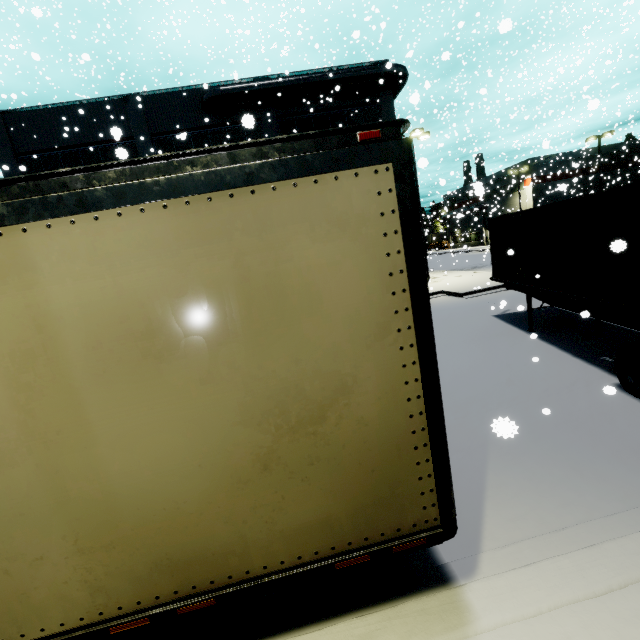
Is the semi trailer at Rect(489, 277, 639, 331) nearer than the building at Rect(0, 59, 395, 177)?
Yes

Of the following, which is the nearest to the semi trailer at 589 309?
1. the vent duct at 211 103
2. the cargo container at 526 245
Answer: the cargo container at 526 245

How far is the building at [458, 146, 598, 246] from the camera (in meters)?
35.22

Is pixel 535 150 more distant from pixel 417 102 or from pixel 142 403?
pixel 142 403

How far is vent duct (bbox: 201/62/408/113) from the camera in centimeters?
1928cm

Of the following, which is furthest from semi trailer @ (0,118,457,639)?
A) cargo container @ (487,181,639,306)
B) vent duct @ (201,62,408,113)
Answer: vent duct @ (201,62,408,113)

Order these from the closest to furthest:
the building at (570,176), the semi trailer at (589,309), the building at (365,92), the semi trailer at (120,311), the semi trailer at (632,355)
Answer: the semi trailer at (120,311), the semi trailer at (632,355), the semi trailer at (589,309), the building at (365,92), the building at (570,176)

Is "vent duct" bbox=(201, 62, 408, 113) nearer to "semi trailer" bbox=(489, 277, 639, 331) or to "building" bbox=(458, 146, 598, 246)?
"building" bbox=(458, 146, 598, 246)
